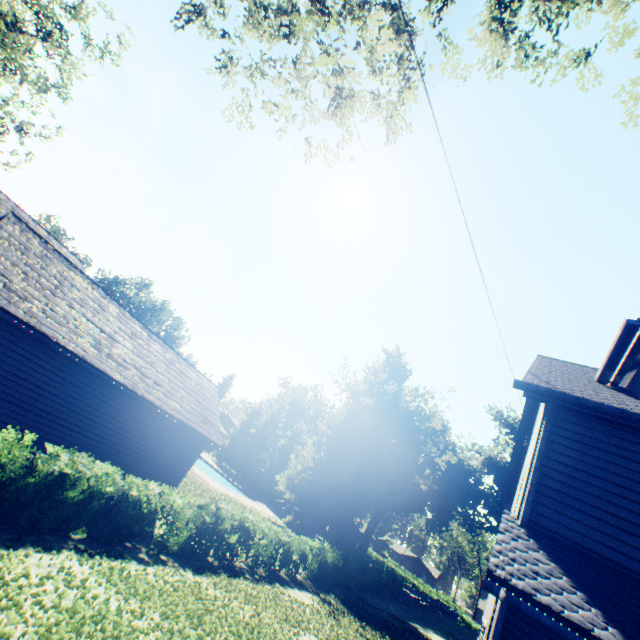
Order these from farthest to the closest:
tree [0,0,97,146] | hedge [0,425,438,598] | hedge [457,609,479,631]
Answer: hedge [457,609,479,631] < tree [0,0,97,146] < hedge [0,425,438,598]

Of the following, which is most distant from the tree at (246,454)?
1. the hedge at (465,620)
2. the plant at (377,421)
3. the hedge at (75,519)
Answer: the hedge at (465,620)

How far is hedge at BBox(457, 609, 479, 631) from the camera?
48.0 meters

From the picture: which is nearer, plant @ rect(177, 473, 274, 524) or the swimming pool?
plant @ rect(177, 473, 274, 524)

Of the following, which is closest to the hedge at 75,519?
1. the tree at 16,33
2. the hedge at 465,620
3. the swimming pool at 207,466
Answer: the tree at 16,33

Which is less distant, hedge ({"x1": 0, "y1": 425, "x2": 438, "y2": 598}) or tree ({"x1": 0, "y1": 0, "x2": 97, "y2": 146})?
hedge ({"x1": 0, "y1": 425, "x2": 438, "y2": 598})

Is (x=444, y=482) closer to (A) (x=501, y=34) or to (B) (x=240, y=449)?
(B) (x=240, y=449)

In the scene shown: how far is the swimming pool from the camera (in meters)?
36.02
